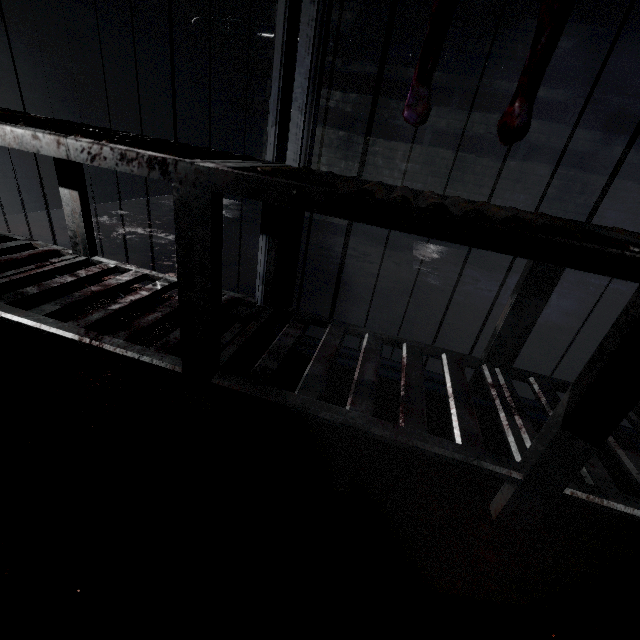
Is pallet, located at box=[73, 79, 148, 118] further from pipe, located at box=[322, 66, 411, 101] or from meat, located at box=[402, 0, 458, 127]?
meat, located at box=[402, 0, 458, 127]

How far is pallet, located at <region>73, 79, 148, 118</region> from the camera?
2.84m

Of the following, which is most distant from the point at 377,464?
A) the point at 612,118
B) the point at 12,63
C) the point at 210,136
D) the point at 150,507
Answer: the point at 210,136

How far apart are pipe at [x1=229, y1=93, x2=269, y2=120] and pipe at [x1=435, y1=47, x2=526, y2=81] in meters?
0.1

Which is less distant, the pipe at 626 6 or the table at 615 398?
the table at 615 398

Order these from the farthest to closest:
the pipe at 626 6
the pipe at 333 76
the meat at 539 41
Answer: the pipe at 333 76, the pipe at 626 6, the meat at 539 41

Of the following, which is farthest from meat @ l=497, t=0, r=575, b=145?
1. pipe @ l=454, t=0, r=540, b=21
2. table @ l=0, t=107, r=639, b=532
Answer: pipe @ l=454, t=0, r=540, b=21

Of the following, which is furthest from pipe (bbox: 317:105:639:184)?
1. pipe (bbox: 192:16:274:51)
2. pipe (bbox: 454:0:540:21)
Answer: pipe (bbox: 454:0:540:21)
